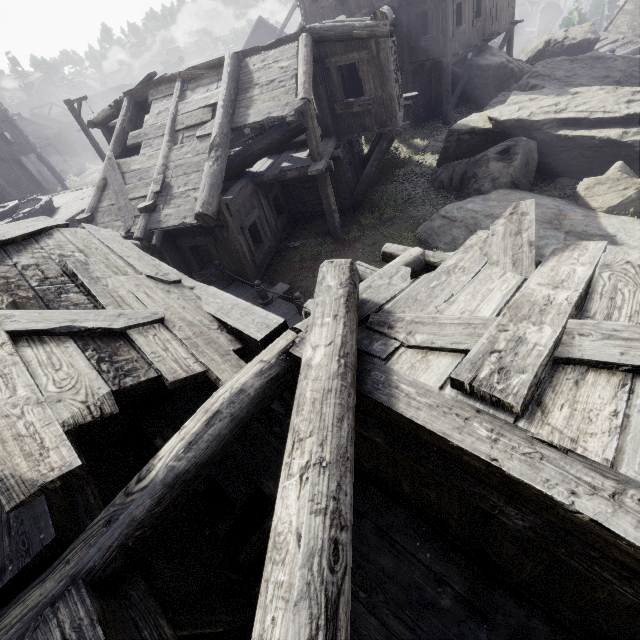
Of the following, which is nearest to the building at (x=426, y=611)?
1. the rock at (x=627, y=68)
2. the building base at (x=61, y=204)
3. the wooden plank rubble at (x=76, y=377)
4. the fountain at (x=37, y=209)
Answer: the wooden plank rubble at (x=76, y=377)

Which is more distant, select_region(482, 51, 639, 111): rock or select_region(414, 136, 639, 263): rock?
select_region(482, 51, 639, 111): rock

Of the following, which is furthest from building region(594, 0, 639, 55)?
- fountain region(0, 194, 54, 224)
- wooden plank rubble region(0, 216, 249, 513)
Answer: fountain region(0, 194, 54, 224)

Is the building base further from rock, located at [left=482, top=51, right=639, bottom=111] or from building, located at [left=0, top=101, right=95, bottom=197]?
rock, located at [left=482, top=51, right=639, bottom=111]

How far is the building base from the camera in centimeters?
1764cm

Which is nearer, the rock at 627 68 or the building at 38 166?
the rock at 627 68

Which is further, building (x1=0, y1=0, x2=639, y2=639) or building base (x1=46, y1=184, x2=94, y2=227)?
building base (x1=46, y1=184, x2=94, y2=227)

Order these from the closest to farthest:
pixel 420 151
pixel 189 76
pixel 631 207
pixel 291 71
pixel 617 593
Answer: pixel 617 593, pixel 631 207, pixel 291 71, pixel 189 76, pixel 420 151
